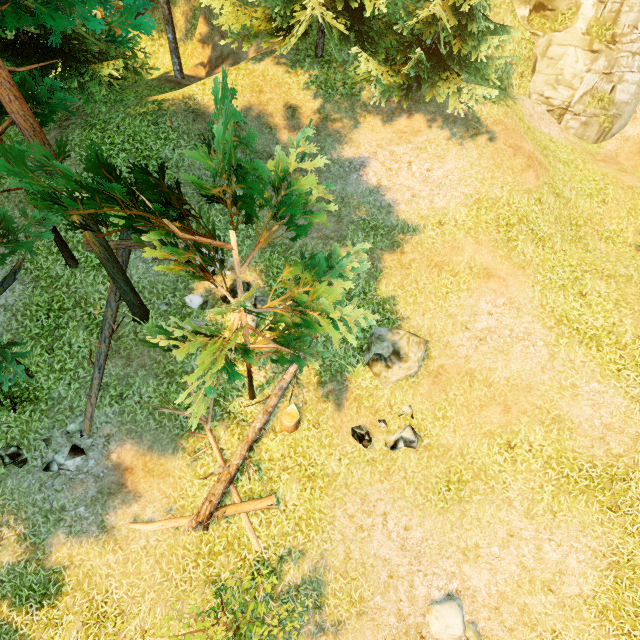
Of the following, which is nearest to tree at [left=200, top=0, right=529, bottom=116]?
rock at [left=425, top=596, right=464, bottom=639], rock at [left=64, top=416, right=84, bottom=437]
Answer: rock at [left=64, top=416, right=84, bottom=437]

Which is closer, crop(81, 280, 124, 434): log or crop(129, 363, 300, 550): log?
crop(129, 363, 300, 550): log

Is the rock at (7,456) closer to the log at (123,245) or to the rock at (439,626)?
the log at (123,245)

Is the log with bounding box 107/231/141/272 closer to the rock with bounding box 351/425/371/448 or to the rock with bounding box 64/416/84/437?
the rock with bounding box 64/416/84/437

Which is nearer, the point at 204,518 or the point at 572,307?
the point at 204,518

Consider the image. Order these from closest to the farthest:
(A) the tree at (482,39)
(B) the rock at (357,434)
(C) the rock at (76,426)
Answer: (C) the rock at (76,426) < (B) the rock at (357,434) < (A) the tree at (482,39)

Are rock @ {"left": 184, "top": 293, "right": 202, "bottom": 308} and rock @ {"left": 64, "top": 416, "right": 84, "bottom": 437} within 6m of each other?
yes

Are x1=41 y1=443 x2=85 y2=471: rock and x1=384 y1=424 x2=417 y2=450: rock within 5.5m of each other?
no
